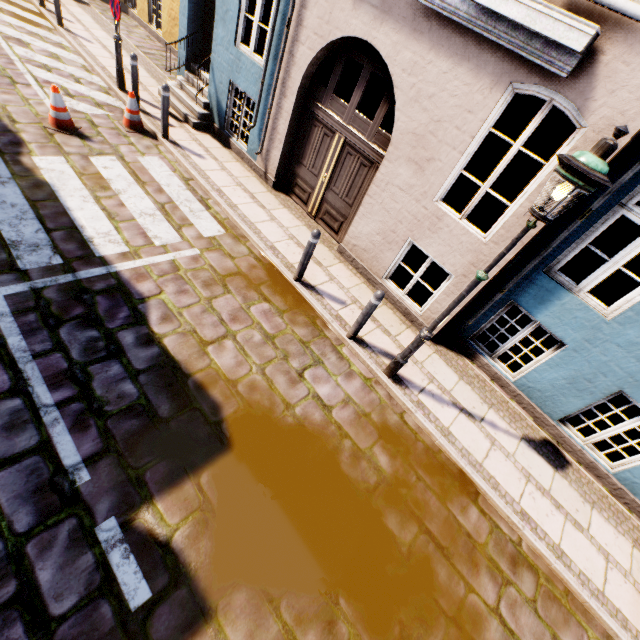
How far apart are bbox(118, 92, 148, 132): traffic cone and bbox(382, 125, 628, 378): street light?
7.84m

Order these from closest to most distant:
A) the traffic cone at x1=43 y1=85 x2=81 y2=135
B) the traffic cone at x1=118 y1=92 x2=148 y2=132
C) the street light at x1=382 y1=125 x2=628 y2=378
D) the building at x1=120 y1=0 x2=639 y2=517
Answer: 1. the street light at x1=382 y1=125 x2=628 y2=378
2. the building at x1=120 y1=0 x2=639 y2=517
3. the traffic cone at x1=43 y1=85 x2=81 y2=135
4. the traffic cone at x1=118 y1=92 x2=148 y2=132

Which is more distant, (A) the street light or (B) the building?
(B) the building

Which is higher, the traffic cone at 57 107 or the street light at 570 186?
the street light at 570 186

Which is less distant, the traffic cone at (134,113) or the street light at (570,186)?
the street light at (570,186)

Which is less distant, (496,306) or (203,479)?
Result: (203,479)

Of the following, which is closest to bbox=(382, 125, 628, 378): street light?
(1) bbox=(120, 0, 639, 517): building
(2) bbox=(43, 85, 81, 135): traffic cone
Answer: (1) bbox=(120, 0, 639, 517): building

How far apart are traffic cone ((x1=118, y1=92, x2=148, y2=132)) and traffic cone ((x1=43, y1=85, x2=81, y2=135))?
0.88m
